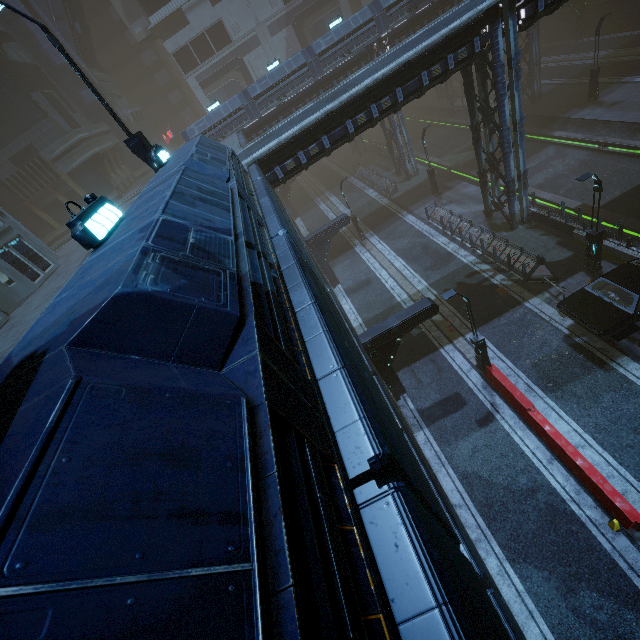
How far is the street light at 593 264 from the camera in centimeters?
1341cm

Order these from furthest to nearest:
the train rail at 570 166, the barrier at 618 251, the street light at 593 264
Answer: the train rail at 570 166 < the barrier at 618 251 < the street light at 593 264

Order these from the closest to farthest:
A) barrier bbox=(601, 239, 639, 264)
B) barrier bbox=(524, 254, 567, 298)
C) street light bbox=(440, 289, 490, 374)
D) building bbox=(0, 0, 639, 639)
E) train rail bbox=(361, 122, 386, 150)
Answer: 1. building bbox=(0, 0, 639, 639)
2. street light bbox=(440, 289, 490, 374)
3. barrier bbox=(601, 239, 639, 264)
4. barrier bbox=(524, 254, 567, 298)
5. train rail bbox=(361, 122, 386, 150)

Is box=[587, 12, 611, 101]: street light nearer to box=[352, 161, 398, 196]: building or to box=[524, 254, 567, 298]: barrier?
box=[352, 161, 398, 196]: building

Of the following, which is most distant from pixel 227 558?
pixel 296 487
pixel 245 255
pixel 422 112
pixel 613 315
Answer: pixel 422 112

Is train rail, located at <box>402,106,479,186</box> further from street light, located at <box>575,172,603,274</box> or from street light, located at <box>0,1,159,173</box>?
street light, located at <box>0,1,159,173</box>

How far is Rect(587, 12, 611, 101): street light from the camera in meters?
24.1 m

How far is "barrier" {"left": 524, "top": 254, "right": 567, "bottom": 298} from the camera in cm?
1656
